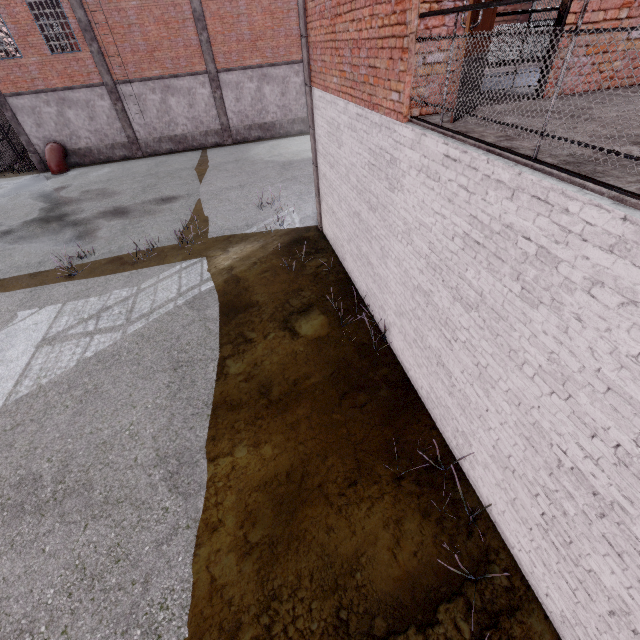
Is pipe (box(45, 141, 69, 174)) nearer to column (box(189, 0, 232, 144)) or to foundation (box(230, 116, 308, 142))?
column (box(189, 0, 232, 144))

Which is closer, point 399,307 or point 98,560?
point 98,560

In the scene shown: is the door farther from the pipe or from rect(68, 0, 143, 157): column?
the pipe

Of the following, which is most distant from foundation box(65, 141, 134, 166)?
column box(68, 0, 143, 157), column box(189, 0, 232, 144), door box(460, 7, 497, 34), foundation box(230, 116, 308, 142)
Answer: door box(460, 7, 497, 34)

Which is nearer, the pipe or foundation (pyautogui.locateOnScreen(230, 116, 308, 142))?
the pipe

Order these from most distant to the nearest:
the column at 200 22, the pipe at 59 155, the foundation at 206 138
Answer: the foundation at 206 138 < the pipe at 59 155 < the column at 200 22

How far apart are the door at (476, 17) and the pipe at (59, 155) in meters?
24.4 m

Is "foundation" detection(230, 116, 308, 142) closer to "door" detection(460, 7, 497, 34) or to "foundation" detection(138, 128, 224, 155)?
"foundation" detection(138, 128, 224, 155)
